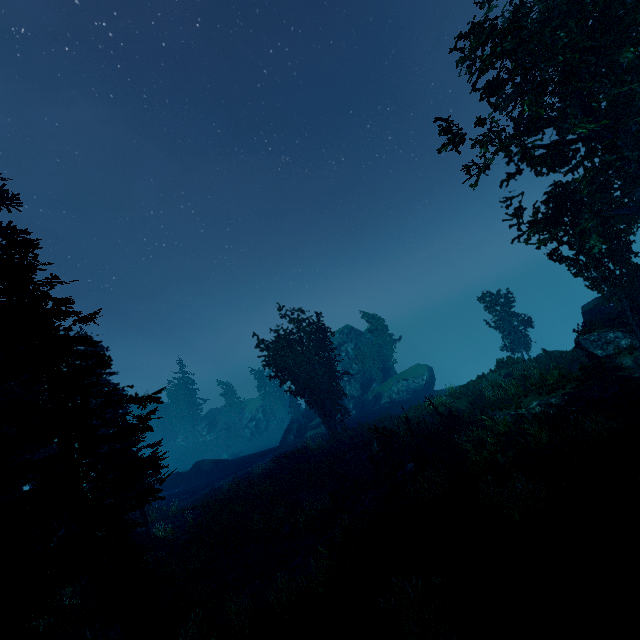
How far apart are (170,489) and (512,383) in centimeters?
3944cm

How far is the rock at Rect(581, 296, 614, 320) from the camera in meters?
24.6 m

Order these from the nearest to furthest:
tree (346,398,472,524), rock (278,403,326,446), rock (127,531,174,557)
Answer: tree (346,398,472,524)
rock (127,531,174,557)
rock (278,403,326,446)

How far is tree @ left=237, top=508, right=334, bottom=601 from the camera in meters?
12.8 m

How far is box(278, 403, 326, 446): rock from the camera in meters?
42.8

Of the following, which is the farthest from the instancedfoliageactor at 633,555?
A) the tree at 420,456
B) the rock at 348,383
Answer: the tree at 420,456

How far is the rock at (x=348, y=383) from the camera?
43.6 meters

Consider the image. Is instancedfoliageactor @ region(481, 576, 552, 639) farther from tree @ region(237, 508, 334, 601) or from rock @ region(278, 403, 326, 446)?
tree @ region(237, 508, 334, 601)
